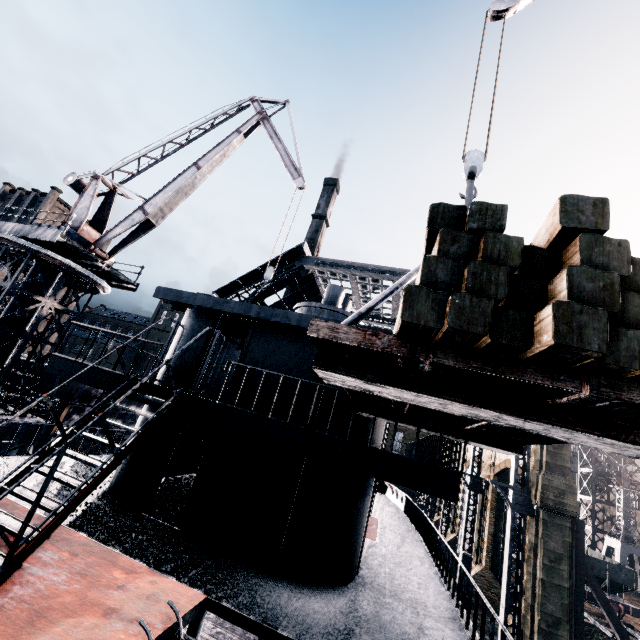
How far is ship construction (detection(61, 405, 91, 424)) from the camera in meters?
28.1 m

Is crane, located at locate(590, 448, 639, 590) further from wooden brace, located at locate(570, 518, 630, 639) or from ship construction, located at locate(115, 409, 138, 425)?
ship construction, located at locate(115, 409, 138, 425)

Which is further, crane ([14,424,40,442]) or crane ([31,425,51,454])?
crane ([31,425,51,454])

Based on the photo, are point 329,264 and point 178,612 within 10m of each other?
no

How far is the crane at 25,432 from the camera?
16.2m

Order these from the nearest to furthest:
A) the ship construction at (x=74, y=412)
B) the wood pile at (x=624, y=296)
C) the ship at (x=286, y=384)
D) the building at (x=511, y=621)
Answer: the wood pile at (x=624, y=296) < the ship at (x=286, y=384) < the building at (x=511, y=621) < the ship construction at (x=74, y=412)

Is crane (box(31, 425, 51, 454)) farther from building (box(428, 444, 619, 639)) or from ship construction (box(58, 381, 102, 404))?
building (box(428, 444, 619, 639))

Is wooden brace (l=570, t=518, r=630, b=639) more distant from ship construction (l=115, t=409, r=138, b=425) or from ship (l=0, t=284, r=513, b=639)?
ship construction (l=115, t=409, r=138, b=425)
